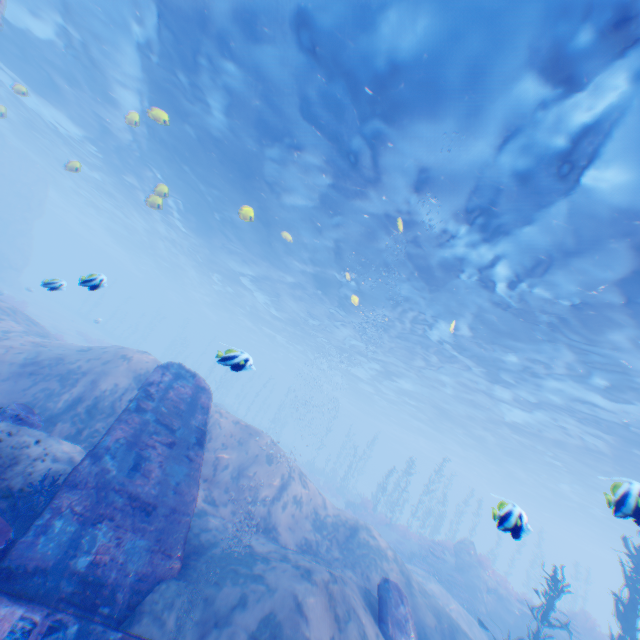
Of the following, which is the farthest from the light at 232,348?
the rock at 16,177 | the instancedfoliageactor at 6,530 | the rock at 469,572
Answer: the rock at 469,572

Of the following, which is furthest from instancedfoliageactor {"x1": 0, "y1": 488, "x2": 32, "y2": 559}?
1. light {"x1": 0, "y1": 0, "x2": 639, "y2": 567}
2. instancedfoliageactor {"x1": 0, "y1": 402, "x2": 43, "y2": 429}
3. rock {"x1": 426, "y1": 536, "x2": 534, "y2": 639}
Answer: rock {"x1": 426, "y1": 536, "x2": 534, "y2": 639}

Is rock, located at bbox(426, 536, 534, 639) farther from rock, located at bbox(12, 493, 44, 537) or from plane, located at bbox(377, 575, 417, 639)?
rock, located at bbox(12, 493, 44, 537)

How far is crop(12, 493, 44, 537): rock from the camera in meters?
5.6 m

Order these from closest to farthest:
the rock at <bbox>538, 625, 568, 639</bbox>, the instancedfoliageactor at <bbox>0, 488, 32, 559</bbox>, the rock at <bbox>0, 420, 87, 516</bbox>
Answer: the instancedfoliageactor at <bbox>0, 488, 32, 559</bbox>
the rock at <bbox>0, 420, 87, 516</bbox>
the rock at <bbox>538, 625, 568, 639</bbox>

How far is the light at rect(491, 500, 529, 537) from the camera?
3.8 meters

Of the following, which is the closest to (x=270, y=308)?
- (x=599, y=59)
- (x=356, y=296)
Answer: (x=356, y=296)
